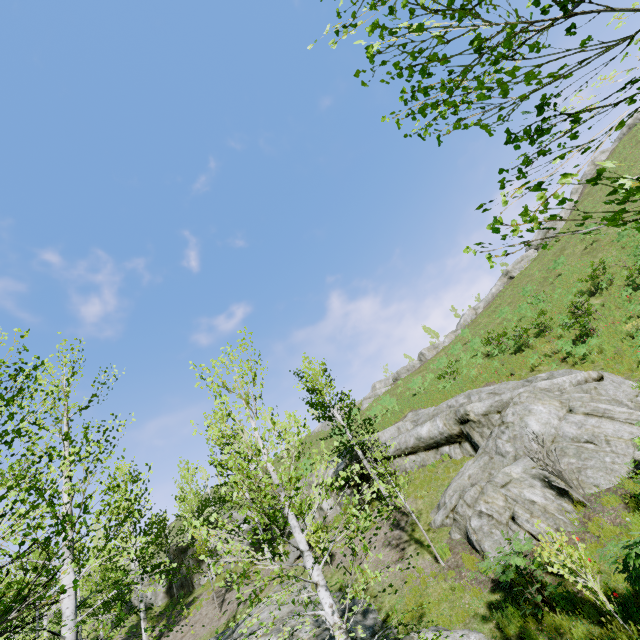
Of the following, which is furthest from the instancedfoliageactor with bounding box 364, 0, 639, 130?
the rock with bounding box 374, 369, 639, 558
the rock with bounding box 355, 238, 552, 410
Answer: the rock with bounding box 355, 238, 552, 410

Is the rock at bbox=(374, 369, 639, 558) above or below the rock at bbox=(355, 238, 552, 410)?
below

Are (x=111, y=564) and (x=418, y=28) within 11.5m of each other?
no

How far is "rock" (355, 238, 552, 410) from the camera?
41.5m

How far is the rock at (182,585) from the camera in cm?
2375

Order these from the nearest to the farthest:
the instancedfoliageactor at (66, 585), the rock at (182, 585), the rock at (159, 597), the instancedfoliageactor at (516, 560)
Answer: the instancedfoliageactor at (66, 585) < the instancedfoliageactor at (516, 560) < the rock at (182, 585) < the rock at (159, 597)

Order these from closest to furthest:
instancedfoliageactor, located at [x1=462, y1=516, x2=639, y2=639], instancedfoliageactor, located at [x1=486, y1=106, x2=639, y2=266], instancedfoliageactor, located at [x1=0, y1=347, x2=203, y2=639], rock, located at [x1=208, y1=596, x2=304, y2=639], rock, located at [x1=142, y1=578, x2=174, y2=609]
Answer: instancedfoliageactor, located at [x1=486, y1=106, x2=639, y2=266]
instancedfoliageactor, located at [x1=0, y1=347, x2=203, y2=639]
instancedfoliageactor, located at [x1=462, y1=516, x2=639, y2=639]
rock, located at [x1=208, y1=596, x2=304, y2=639]
rock, located at [x1=142, y1=578, x2=174, y2=609]

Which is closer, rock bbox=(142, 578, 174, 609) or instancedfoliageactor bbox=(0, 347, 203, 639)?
instancedfoliageactor bbox=(0, 347, 203, 639)
